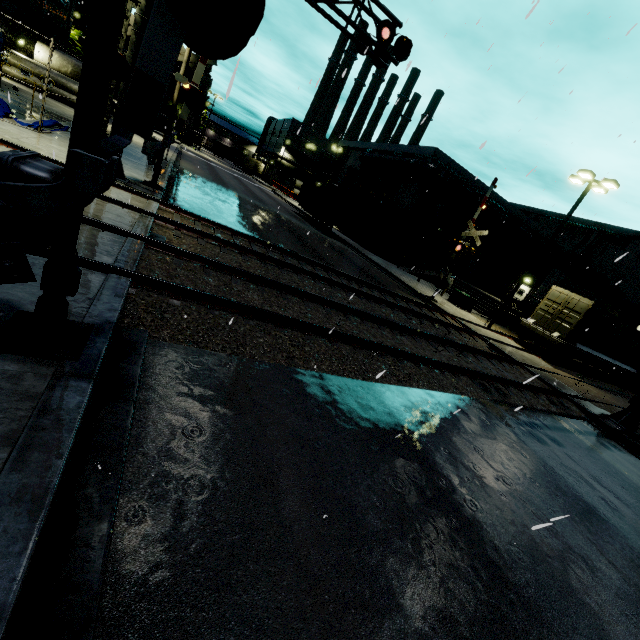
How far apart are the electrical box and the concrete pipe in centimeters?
3364cm

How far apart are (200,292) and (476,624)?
5.6 meters

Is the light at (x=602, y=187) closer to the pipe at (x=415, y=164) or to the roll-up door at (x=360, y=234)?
the roll-up door at (x=360, y=234)

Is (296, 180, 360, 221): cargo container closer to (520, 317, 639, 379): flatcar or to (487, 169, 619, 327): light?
(520, 317, 639, 379): flatcar

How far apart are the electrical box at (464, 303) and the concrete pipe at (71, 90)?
33.6 meters

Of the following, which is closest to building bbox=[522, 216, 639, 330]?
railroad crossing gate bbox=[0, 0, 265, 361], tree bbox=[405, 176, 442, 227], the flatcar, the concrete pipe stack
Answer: tree bbox=[405, 176, 442, 227]

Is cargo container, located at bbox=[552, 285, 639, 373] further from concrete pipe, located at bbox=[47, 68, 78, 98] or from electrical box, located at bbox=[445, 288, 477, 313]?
concrete pipe, located at bbox=[47, 68, 78, 98]

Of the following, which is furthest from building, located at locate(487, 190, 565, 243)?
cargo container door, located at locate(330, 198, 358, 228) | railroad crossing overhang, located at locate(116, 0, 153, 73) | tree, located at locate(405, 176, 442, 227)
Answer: railroad crossing overhang, located at locate(116, 0, 153, 73)
